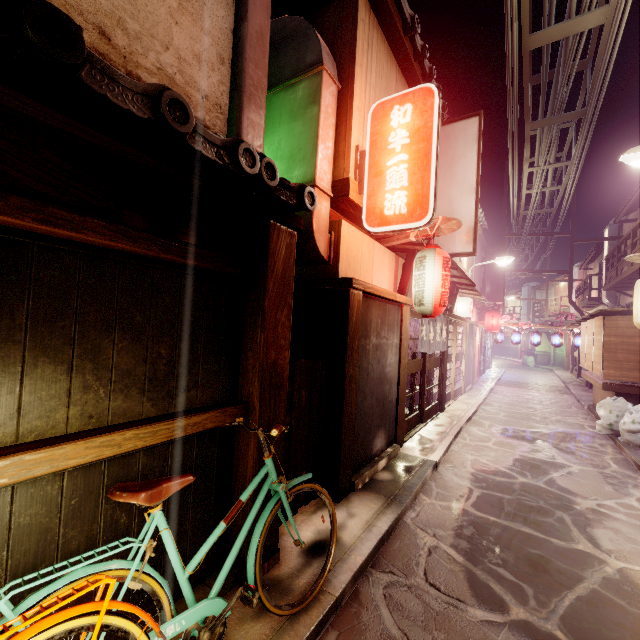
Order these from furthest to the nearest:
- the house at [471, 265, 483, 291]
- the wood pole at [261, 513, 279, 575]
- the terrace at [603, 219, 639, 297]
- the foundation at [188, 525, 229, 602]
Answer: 1. the house at [471, 265, 483, 291]
2. the terrace at [603, 219, 639, 297]
3. the wood pole at [261, 513, 279, 575]
4. the foundation at [188, 525, 229, 602]

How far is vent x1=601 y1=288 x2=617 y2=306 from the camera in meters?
30.5 m

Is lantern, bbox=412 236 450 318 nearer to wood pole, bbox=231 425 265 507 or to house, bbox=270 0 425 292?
house, bbox=270 0 425 292

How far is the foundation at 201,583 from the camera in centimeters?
470cm

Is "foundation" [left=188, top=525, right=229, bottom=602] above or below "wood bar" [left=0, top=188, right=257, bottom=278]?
below

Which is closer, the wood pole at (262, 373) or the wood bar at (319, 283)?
the wood pole at (262, 373)

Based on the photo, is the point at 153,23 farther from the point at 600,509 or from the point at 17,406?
the point at 600,509

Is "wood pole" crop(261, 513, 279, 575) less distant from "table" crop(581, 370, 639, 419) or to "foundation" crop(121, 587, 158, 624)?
"foundation" crop(121, 587, 158, 624)
